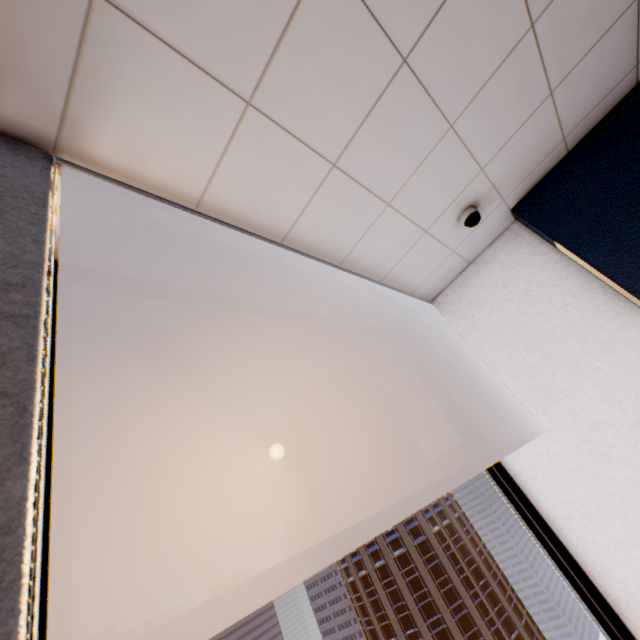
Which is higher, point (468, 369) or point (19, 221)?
point (19, 221)

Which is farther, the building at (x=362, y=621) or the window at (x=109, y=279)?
the building at (x=362, y=621)

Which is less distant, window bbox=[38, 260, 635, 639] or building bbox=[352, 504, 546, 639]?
window bbox=[38, 260, 635, 639]
